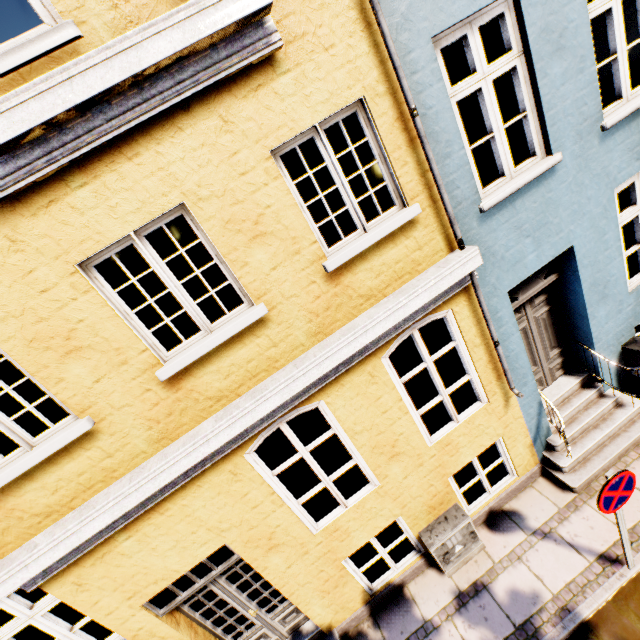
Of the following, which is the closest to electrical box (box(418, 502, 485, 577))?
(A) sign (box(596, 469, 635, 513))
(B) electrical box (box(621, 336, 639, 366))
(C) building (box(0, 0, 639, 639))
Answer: (C) building (box(0, 0, 639, 639))

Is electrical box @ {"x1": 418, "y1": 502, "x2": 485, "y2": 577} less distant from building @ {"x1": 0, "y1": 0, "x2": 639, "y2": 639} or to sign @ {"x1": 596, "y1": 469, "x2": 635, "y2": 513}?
building @ {"x1": 0, "y1": 0, "x2": 639, "y2": 639}

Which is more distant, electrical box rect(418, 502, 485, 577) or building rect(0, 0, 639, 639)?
electrical box rect(418, 502, 485, 577)

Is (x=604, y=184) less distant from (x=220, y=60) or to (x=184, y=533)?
(x=220, y=60)

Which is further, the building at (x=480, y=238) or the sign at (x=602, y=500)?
the sign at (x=602, y=500)

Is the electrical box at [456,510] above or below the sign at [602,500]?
below

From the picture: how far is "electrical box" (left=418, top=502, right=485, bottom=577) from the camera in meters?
4.7

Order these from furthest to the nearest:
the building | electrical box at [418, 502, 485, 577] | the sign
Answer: electrical box at [418, 502, 485, 577] < the sign < the building
